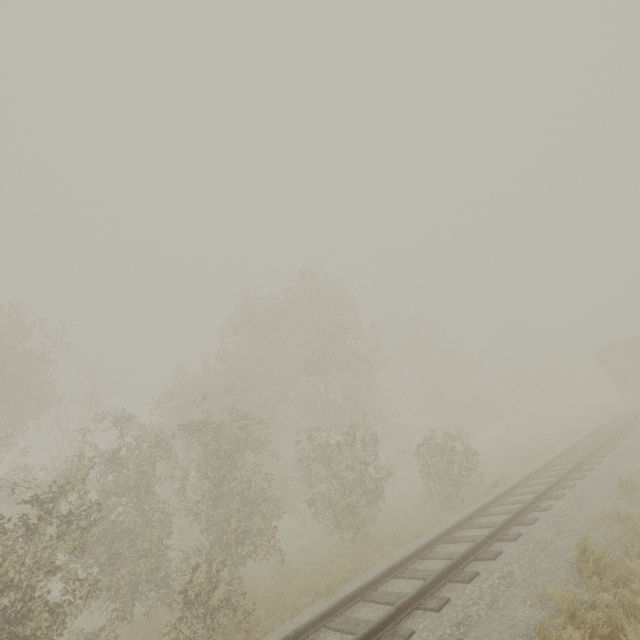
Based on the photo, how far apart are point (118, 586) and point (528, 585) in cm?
1078
